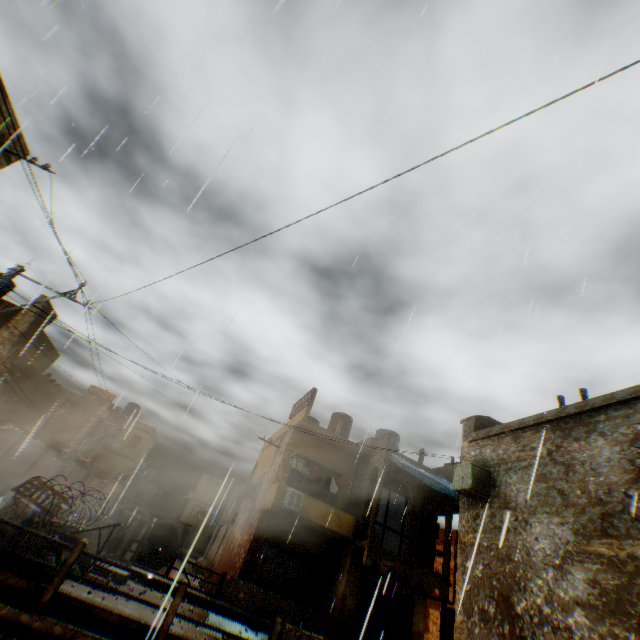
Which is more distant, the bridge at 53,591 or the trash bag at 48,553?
the trash bag at 48,553

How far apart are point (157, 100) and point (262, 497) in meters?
19.8 m

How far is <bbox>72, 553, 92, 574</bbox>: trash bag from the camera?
8.3 meters

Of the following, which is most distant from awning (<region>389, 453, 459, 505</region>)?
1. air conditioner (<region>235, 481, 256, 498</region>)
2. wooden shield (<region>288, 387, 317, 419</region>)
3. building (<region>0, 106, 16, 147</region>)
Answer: air conditioner (<region>235, 481, 256, 498</region>)

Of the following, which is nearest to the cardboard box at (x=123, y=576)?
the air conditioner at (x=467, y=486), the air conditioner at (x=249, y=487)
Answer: the air conditioner at (x=467, y=486)

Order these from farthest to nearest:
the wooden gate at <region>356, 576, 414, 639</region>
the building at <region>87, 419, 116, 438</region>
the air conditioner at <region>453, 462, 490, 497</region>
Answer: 1. the building at <region>87, 419, 116, 438</region>
2. the wooden gate at <region>356, 576, 414, 639</region>
3. the air conditioner at <region>453, 462, 490, 497</region>

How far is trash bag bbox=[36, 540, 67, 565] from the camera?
7.1 meters

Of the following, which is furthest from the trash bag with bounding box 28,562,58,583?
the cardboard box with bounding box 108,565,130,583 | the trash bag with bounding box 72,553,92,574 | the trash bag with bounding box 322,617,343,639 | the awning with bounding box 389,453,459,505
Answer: the trash bag with bounding box 322,617,343,639
